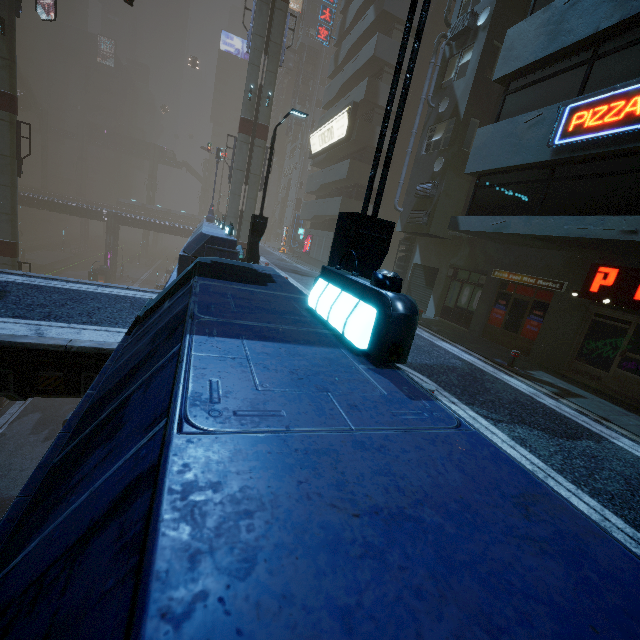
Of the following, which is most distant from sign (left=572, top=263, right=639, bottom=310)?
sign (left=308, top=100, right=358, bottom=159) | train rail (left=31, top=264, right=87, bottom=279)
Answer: train rail (left=31, top=264, right=87, bottom=279)

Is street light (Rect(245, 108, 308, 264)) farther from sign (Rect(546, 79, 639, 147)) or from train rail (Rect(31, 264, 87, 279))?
train rail (Rect(31, 264, 87, 279))

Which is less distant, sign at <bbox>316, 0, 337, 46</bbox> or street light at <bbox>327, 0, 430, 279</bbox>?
street light at <bbox>327, 0, 430, 279</bbox>

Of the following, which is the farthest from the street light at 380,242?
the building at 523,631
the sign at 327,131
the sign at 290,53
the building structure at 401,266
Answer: the sign at 290,53

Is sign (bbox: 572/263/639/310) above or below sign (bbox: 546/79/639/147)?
below

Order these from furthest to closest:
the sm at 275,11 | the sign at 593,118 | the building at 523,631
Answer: the sm at 275,11 < the sign at 593,118 < the building at 523,631

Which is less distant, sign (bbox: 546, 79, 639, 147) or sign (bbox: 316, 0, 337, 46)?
sign (bbox: 546, 79, 639, 147)

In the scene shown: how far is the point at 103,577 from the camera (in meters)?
0.65
